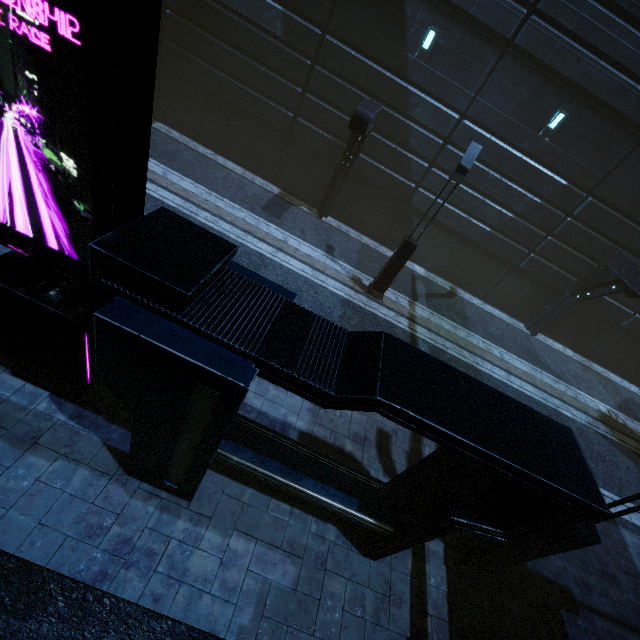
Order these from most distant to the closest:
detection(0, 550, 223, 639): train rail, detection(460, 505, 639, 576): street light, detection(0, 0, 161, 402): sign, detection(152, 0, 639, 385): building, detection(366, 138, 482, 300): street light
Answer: detection(152, 0, 639, 385): building, detection(366, 138, 482, 300): street light, detection(460, 505, 639, 576): street light, detection(0, 550, 223, 639): train rail, detection(0, 0, 161, 402): sign

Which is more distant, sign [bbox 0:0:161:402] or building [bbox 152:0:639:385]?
building [bbox 152:0:639:385]

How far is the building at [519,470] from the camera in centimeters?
314cm

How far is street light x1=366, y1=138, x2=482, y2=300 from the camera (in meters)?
9.11

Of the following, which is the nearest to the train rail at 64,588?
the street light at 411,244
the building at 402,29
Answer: the building at 402,29

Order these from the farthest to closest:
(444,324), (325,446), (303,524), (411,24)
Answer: (444,324), (411,24), (325,446), (303,524)

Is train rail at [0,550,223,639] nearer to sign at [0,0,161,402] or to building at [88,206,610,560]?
building at [88,206,610,560]

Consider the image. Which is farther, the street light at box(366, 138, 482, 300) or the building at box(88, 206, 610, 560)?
the street light at box(366, 138, 482, 300)
